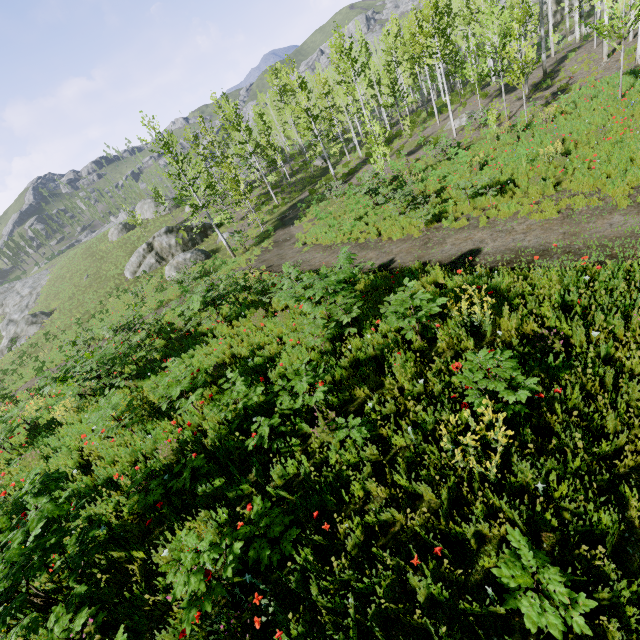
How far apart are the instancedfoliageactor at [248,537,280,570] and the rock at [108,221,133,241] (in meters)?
52.89

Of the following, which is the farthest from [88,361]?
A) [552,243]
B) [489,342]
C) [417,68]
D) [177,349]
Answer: [417,68]

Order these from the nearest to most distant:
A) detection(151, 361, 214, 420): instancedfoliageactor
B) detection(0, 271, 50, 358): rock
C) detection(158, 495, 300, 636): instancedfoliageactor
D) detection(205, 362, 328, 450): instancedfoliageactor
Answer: detection(158, 495, 300, 636): instancedfoliageactor < detection(205, 362, 328, 450): instancedfoliageactor < detection(151, 361, 214, 420): instancedfoliageactor < detection(0, 271, 50, 358): rock

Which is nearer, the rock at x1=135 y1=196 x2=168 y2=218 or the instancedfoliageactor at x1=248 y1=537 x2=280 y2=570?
the instancedfoliageactor at x1=248 y1=537 x2=280 y2=570

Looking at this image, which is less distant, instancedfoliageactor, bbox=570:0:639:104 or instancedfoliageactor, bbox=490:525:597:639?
instancedfoliageactor, bbox=490:525:597:639

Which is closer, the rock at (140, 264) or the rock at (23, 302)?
the rock at (140, 264)

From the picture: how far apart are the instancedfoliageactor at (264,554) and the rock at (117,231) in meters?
52.9

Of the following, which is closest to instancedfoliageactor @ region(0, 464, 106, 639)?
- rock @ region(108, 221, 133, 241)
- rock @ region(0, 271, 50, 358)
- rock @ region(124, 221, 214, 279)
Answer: rock @ region(0, 271, 50, 358)
